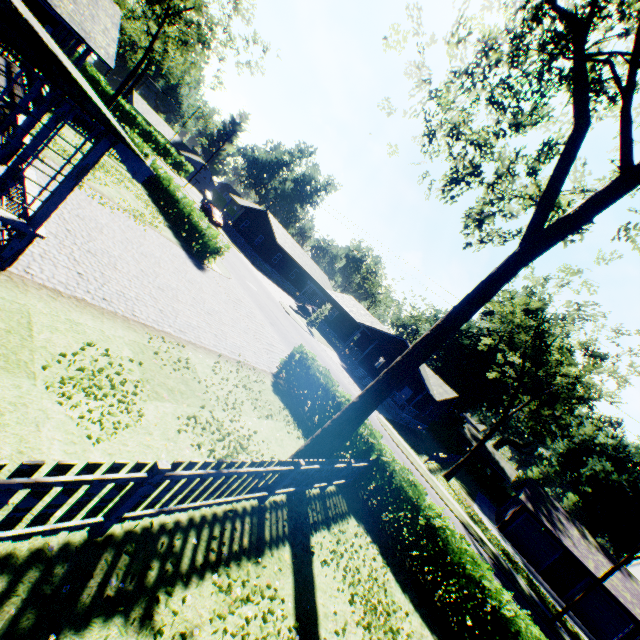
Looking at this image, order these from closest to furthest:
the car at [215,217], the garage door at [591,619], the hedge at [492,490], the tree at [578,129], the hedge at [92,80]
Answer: the tree at [578,129] → the garage door at [591,619] → the car at [215,217] → the hedge at [492,490] → the hedge at [92,80]

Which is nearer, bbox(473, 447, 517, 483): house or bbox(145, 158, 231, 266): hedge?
bbox(145, 158, 231, 266): hedge

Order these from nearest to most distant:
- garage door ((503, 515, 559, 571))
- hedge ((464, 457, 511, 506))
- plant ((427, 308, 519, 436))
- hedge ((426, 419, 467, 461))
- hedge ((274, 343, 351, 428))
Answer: hedge ((274, 343, 351, 428))
garage door ((503, 515, 559, 571))
hedge ((464, 457, 511, 506))
plant ((427, 308, 519, 436))
hedge ((426, 419, 467, 461))

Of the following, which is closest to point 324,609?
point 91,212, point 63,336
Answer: point 63,336

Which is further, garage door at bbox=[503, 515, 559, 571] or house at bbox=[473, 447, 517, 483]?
house at bbox=[473, 447, 517, 483]

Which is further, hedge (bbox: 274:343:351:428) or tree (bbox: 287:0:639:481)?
hedge (bbox: 274:343:351:428)

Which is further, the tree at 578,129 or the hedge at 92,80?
the hedge at 92,80

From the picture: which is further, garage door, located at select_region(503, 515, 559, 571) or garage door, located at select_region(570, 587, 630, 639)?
garage door, located at select_region(503, 515, 559, 571)
